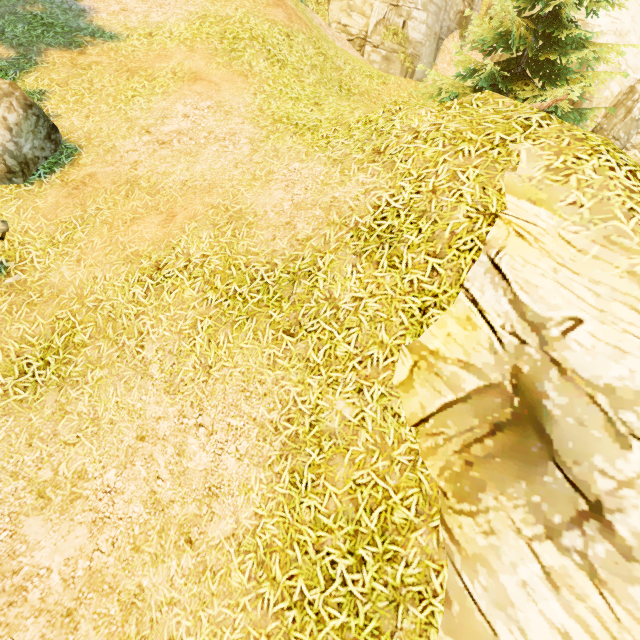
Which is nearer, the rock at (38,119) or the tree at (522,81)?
the rock at (38,119)

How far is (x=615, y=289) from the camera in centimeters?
292cm

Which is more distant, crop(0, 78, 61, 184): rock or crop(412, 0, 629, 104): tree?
crop(412, 0, 629, 104): tree

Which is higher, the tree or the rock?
the tree

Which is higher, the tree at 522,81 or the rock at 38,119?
the tree at 522,81
